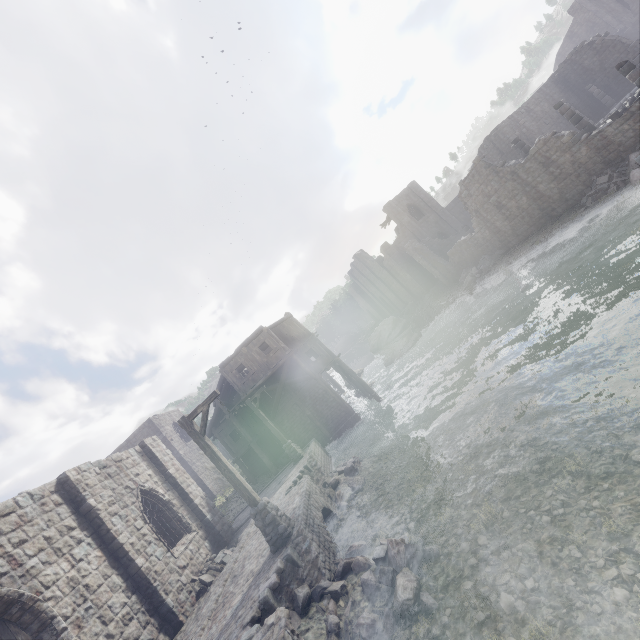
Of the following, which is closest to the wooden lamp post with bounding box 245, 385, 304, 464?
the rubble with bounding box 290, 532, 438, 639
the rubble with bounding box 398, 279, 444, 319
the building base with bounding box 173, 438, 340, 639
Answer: the building base with bounding box 173, 438, 340, 639

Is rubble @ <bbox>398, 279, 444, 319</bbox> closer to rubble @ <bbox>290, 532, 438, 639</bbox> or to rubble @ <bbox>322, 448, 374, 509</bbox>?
rubble @ <bbox>322, 448, 374, 509</bbox>

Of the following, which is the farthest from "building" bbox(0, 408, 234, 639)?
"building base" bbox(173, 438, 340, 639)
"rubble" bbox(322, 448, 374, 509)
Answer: "rubble" bbox(322, 448, 374, 509)

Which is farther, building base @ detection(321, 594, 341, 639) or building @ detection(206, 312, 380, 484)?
building @ detection(206, 312, 380, 484)

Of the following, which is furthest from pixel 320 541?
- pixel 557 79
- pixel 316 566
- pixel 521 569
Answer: pixel 557 79

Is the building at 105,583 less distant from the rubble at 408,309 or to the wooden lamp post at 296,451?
the rubble at 408,309

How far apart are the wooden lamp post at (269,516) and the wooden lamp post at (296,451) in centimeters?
894cm

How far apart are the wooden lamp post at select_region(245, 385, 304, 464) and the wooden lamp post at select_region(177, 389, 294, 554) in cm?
894
